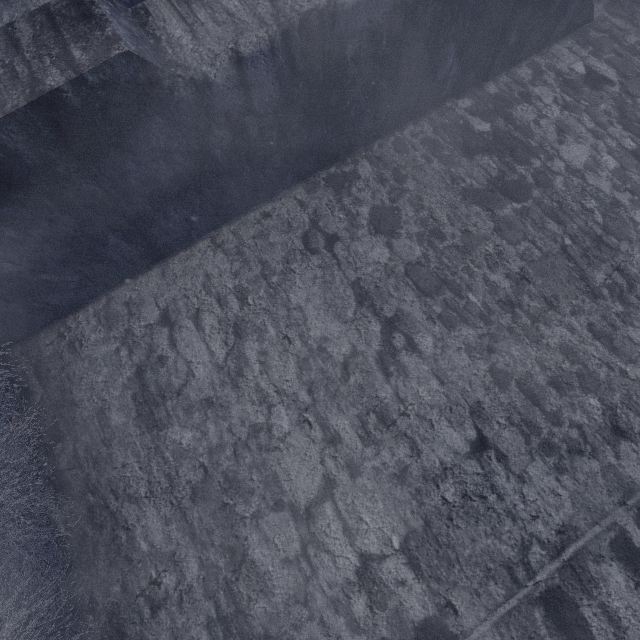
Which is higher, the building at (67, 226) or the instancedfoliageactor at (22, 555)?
the building at (67, 226)

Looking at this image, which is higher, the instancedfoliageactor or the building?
the building

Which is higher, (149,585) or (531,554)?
(531,554)
